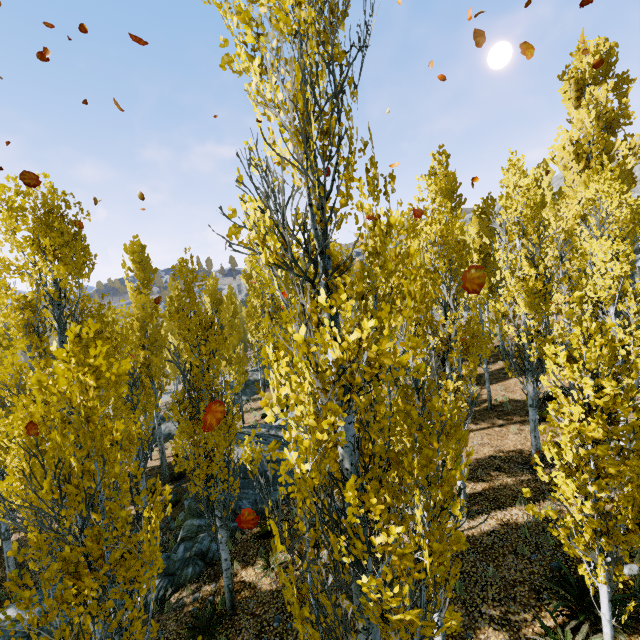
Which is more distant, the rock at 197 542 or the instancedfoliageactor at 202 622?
the rock at 197 542

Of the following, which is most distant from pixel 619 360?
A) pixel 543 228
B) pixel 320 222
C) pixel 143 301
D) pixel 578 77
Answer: → pixel 578 77

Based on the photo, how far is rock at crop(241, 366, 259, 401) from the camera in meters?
28.6 m

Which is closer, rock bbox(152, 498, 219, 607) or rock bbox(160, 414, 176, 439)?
rock bbox(152, 498, 219, 607)

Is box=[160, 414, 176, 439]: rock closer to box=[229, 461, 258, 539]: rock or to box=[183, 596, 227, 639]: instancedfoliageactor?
box=[183, 596, 227, 639]: instancedfoliageactor

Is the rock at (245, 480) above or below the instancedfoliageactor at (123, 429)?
below
